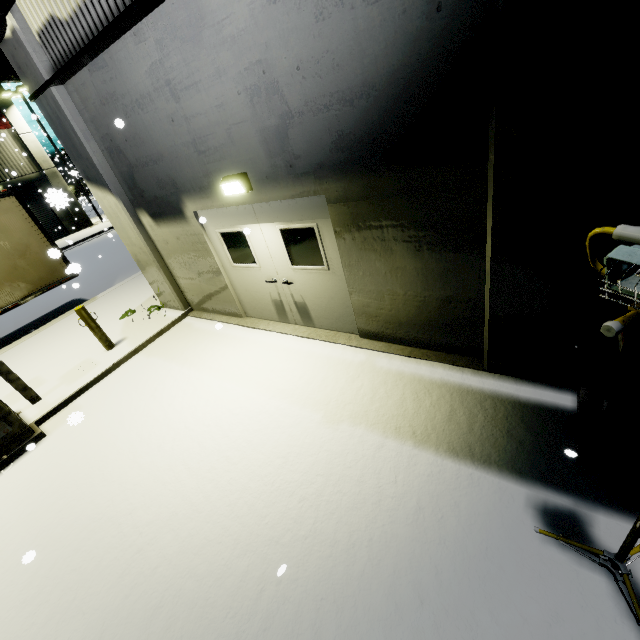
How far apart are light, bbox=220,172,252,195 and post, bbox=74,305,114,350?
4.5 meters

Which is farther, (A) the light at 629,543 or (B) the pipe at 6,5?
(B) the pipe at 6,5

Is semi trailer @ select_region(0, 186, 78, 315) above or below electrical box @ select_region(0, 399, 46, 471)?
above

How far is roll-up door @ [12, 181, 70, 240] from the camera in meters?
25.0 m

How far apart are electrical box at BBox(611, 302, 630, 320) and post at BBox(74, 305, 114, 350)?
8.66m

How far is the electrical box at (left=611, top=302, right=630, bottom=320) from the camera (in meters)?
2.59

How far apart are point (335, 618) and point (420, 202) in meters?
4.1

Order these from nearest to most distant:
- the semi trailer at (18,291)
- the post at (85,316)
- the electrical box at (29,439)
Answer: the electrical box at (29,439), the post at (85,316), the semi trailer at (18,291)
